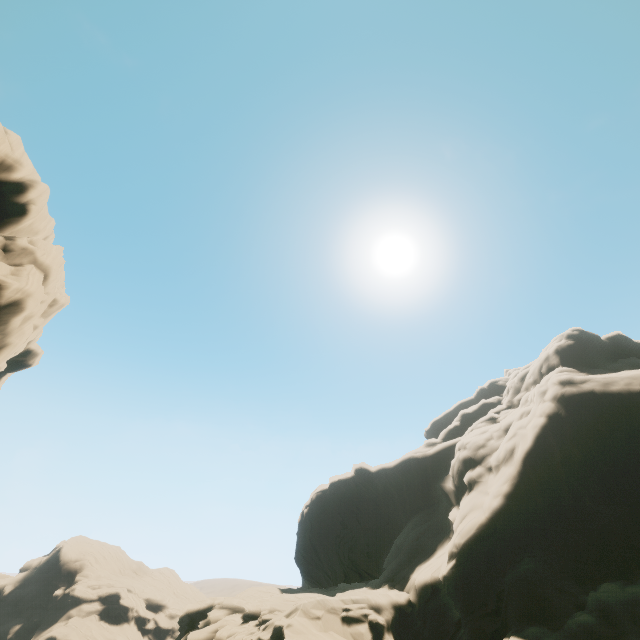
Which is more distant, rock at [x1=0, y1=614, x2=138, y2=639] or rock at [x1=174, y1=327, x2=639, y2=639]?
rock at [x1=0, y1=614, x2=138, y2=639]

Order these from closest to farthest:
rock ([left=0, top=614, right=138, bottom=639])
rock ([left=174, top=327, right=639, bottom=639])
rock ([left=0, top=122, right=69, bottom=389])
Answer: rock ([left=174, top=327, right=639, bottom=639]), rock ([left=0, top=122, right=69, bottom=389]), rock ([left=0, top=614, right=138, bottom=639])

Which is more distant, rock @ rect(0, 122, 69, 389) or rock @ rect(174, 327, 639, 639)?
rock @ rect(0, 122, 69, 389)

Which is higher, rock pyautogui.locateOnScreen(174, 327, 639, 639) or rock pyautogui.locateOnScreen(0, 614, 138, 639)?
rock pyautogui.locateOnScreen(174, 327, 639, 639)

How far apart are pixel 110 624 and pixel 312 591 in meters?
57.5 m

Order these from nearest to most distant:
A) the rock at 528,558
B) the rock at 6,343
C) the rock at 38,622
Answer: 1. the rock at 528,558
2. the rock at 6,343
3. the rock at 38,622

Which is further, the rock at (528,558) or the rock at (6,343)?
the rock at (6,343)
